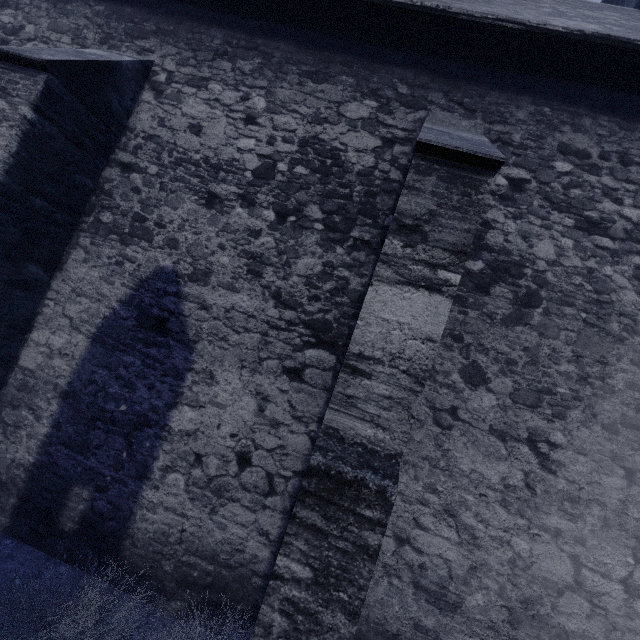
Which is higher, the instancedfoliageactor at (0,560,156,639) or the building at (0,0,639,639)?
the building at (0,0,639,639)

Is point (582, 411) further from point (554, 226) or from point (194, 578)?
point (194, 578)

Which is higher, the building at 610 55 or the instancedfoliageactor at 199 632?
the building at 610 55
